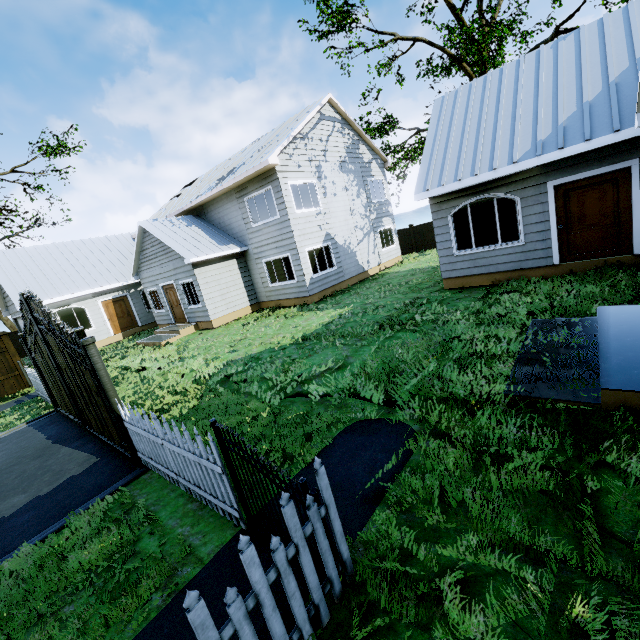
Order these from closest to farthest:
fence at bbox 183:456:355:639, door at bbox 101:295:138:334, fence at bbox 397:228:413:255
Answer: fence at bbox 183:456:355:639 < door at bbox 101:295:138:334 < fence at bbox 397:228:413:255

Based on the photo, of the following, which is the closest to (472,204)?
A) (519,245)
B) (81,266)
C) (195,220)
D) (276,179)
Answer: (519,245)

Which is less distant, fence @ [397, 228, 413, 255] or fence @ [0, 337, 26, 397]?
fence @ [0, 337, 26, 397]

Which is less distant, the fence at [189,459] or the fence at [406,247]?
the fence at [189,459]

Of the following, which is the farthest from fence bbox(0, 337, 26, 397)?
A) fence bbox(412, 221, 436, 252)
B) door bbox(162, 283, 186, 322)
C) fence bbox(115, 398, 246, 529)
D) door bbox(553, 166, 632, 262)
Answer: fence bbox(412, 221, 436, 252)

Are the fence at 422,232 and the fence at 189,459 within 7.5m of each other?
no

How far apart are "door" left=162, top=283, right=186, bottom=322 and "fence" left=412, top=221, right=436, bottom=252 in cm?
1741

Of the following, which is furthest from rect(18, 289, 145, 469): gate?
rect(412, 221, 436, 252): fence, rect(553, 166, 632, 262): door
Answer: rect(412, 221, 436, 252): fence
